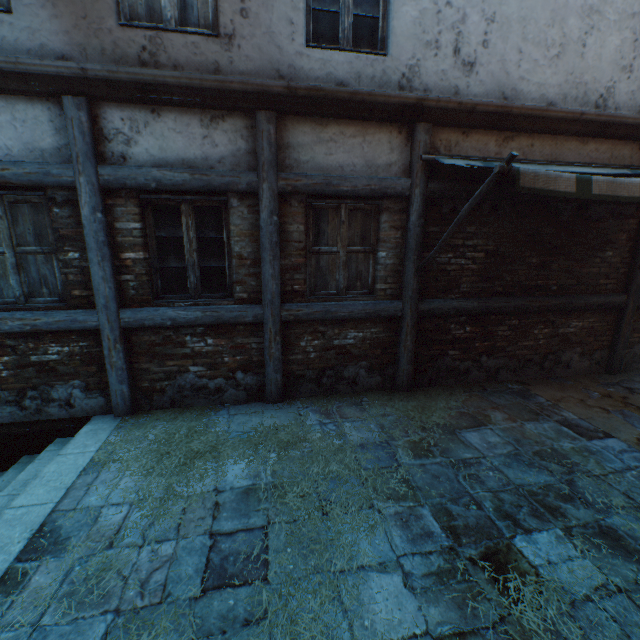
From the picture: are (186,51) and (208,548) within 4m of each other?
no

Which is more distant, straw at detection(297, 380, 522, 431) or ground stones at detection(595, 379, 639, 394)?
ground stones at detection(595, 379, 639, 394)

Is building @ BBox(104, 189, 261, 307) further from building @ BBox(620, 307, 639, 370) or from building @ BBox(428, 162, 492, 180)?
building @ BBox(620, 307, 639, 370)

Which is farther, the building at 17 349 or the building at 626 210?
the building at 626 210

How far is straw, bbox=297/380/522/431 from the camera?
4.3m

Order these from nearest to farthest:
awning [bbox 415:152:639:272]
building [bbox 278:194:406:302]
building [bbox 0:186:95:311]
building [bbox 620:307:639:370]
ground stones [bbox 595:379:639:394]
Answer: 1. awning [bbox 415:152:639:272]
2. building [bbox 0:186:95:311]
3. building [bbox 278:194:406:302]
4. ground stones [bbox 595:379:639:394]
5. building [bbox 620:307:639:370]

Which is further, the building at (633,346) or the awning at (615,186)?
the building at (633,346)

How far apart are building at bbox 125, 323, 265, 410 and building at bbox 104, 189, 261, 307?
0.2 meters
